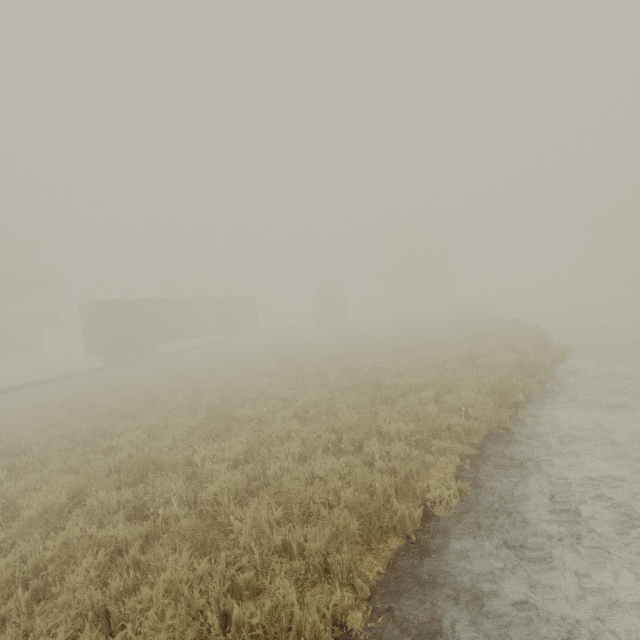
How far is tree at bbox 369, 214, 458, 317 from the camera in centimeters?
4425cm

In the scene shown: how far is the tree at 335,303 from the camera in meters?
38.3 m

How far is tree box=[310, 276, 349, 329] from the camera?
38.34m

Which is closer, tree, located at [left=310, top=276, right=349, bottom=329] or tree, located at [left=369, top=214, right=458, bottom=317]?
tree, located at [left=310, top=276, right=349, bottom=329]

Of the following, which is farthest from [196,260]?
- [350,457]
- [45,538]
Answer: [350,457]

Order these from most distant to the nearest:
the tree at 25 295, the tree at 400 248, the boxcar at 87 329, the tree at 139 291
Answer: the tree at 400 248 → the tree at 139 291 → the tree at 25 295 → the boxcar at 87 329

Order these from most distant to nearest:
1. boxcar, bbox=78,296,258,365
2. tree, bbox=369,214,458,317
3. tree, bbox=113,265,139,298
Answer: tree, bbox=369,214,458,317 → tree, bbox=113,265,139,298 → boxcar, bbox=78,296,258,365

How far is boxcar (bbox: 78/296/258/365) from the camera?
22.7 meters
